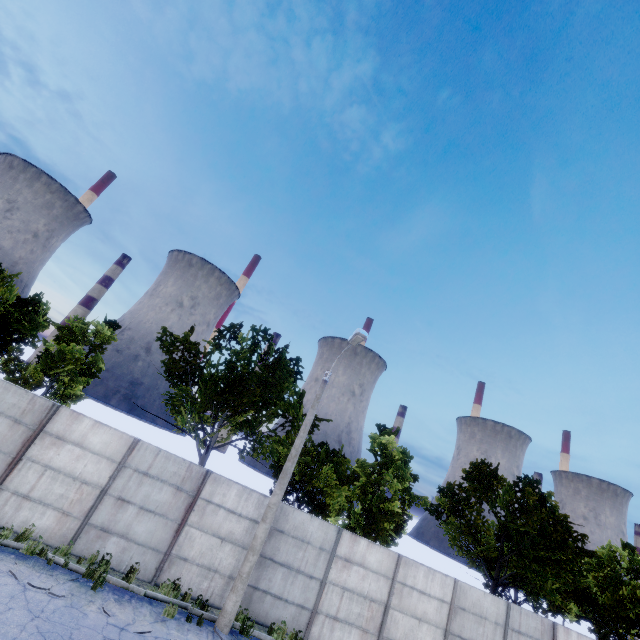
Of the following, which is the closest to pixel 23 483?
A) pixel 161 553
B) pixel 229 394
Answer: pixel 161 553

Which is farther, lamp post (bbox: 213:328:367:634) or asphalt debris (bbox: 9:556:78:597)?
lamp post (bbox: 213:328:367:634)

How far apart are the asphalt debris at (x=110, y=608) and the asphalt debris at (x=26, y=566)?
1.08m

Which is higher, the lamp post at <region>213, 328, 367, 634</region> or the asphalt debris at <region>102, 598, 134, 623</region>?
the lamp post at <region>213, 328, 367, 634</region>

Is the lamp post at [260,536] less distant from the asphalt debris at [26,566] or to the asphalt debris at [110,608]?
the asphalt debris at [110,608]

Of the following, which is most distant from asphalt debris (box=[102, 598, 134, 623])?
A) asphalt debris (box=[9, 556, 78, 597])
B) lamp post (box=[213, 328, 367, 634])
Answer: lamp post (box=[213, 328, 367, 634])
